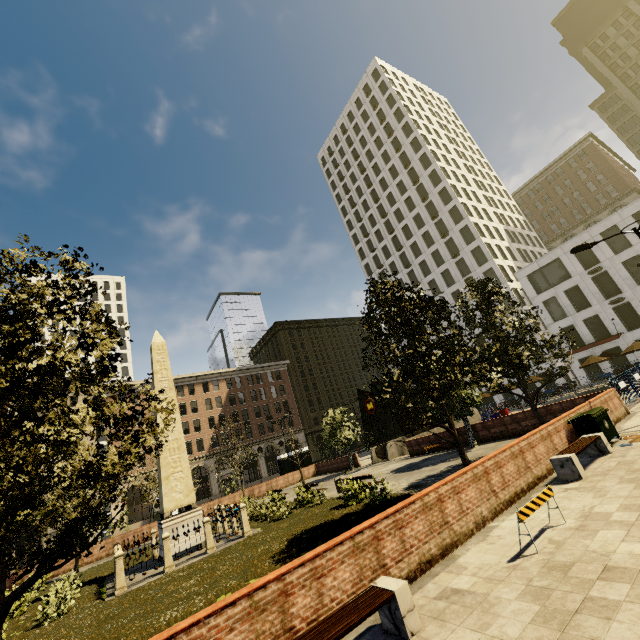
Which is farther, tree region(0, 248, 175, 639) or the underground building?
the underground building

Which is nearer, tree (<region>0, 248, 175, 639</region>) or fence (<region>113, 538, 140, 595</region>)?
tree (<region>0, 248, 175, 639</region>)

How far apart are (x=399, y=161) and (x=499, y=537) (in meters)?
64.27

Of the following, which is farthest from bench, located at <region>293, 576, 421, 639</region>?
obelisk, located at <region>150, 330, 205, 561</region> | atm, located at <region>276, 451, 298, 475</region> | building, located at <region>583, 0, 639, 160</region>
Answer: building, located at <region>583, 0, 639, 160</region>

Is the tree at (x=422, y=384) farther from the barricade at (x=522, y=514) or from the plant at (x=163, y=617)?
the barricade at (x=522, y=514)

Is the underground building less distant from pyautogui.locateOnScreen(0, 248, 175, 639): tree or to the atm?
pyautogui.locateOnScreen(0, 248, 175, 639): tree

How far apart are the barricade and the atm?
32.2m

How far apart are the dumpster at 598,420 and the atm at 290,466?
29.9m
